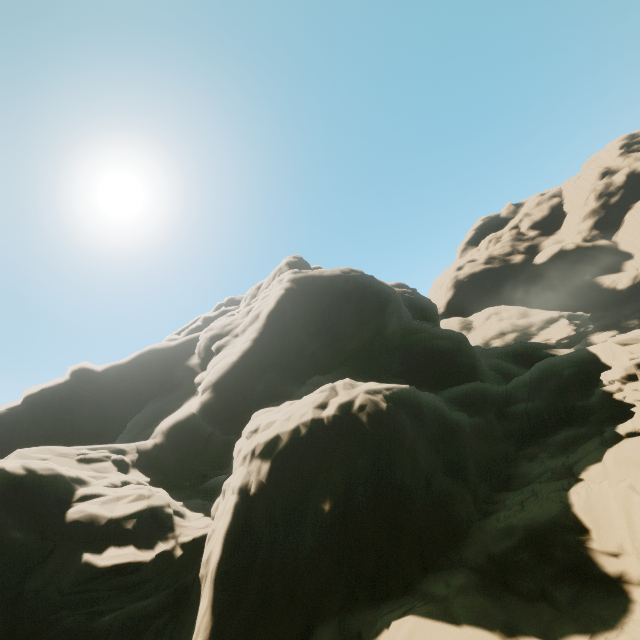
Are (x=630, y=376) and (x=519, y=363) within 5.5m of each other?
no
